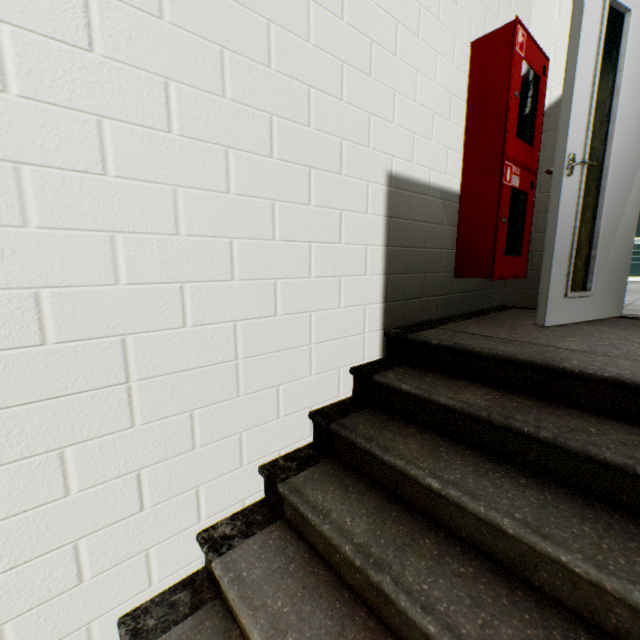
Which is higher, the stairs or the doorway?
the doorway

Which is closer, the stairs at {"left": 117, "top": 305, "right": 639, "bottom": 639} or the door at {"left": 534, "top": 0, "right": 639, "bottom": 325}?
the stairs at {"left": 117, "top": 305, "right": 639, "bottom": 639}

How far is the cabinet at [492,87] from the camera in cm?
207

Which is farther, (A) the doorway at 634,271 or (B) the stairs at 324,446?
Answer: (A) the doorway at 634,271

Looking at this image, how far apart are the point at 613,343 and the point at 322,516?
1.7m

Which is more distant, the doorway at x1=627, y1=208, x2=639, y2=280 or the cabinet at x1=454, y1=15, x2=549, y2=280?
the doorway at x1=627, y1=208, x2=639, y2=280

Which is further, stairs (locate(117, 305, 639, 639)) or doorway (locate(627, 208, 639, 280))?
doorway (locate(627, 208, 639, 280))

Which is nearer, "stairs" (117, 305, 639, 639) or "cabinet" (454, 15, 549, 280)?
"stairs" (117, 305, 639, 639)
